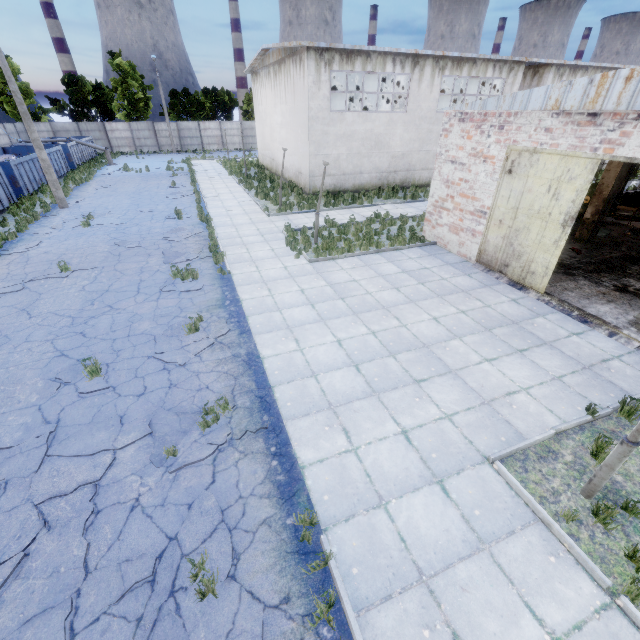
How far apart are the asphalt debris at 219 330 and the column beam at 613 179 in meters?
15.6

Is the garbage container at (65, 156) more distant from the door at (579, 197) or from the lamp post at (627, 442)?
the lamp post at (627, 442)

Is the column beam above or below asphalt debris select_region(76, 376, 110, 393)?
above

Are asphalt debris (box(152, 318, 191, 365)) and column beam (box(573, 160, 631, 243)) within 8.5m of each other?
no

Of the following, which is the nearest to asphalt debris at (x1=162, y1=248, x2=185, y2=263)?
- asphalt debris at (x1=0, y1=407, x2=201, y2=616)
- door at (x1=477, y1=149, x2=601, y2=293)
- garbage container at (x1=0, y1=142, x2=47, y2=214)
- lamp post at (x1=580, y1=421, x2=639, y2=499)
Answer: asphalt debris at (x1=0, y1=407, x2=201, y2=616)

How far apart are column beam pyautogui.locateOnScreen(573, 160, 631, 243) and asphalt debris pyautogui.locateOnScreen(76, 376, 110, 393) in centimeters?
1832cm

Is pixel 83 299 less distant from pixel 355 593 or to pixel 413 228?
pixel 355 593

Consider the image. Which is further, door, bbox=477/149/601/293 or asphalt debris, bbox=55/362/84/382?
door, bbox=477/149/601/293
